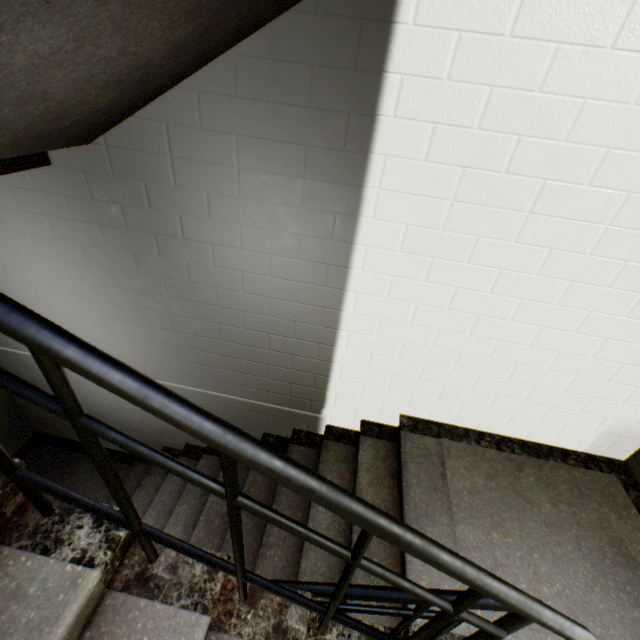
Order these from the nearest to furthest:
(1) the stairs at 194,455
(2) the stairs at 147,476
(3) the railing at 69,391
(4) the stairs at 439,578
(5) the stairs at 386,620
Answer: (3) the railing at 69,391
(5) the stairs at 386,620
(4) the stairs at 439,578
(2) the stairs at 147,476
(1) the stairs at 194,455

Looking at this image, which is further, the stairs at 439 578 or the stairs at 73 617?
the stairs at 439 578

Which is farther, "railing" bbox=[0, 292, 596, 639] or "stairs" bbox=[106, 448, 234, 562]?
"stairs" bbox=[106, 448, 234, 562]

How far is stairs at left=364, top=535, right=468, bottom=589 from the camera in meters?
1.8

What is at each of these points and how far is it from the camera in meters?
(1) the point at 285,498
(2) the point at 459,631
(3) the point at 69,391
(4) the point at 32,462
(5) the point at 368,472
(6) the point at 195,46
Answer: (1) stairs, 2.6
(2) stairs, 1.7
(3) railing, 0.6
(4) stairs, 3.8
(5) stairs, 2.5
(6) stairs, 1.3

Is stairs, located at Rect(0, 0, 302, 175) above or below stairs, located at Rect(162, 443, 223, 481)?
above
